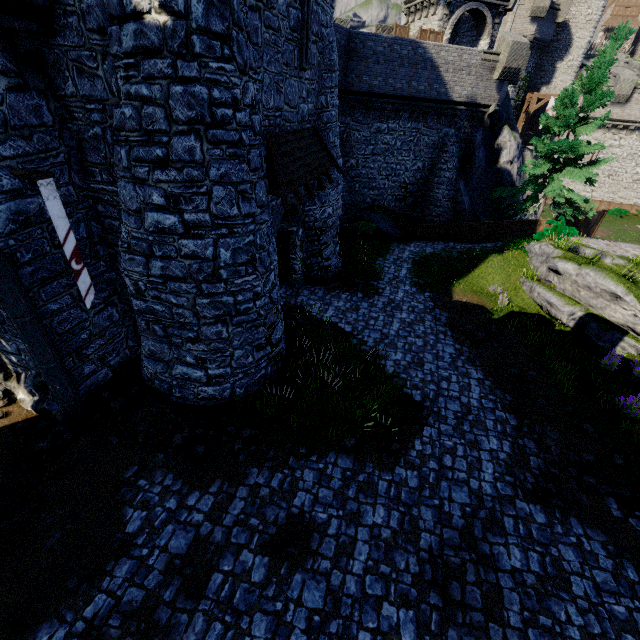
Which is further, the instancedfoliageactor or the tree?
the tree

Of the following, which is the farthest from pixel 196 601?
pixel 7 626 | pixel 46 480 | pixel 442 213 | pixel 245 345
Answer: pixel 442 213

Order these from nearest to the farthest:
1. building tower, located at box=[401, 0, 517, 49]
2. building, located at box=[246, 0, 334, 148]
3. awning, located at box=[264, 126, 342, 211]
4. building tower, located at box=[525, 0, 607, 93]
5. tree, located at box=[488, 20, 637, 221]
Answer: building, located at box=[246, 0, 334, 148], awning, located at box=[264, 126, 342, 211], tree, located at box=[488, 20, 637, 221], building tower, located at box=[401, 0, 517, 49], building tower, located at box=[525, 0, 607, 93]

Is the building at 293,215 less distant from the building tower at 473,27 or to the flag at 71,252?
the flag at 71,252

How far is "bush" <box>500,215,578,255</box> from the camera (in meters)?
15.86

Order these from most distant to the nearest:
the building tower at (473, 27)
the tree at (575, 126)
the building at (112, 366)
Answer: the building tower at (473, 27) < the tree at (575, 126) < the building at (112, 366)

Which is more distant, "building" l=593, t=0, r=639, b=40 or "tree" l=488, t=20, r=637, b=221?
"building" l=593, t=0, r=639, b=40

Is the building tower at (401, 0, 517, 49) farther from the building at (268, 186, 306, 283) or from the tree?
the building at (268, 186, 306, 283)
